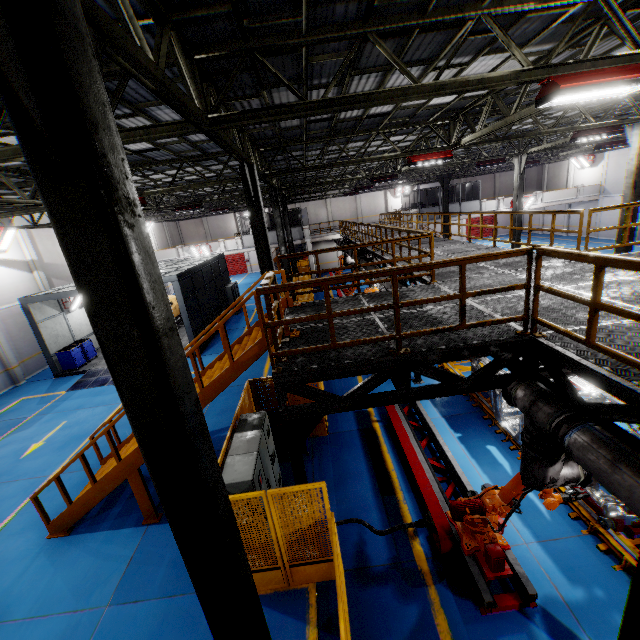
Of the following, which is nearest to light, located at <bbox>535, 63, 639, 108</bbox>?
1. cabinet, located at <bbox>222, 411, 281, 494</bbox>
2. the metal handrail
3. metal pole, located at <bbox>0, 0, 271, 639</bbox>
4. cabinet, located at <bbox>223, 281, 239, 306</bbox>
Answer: the metal handrail

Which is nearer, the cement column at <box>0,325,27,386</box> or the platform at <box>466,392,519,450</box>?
the platform at <box>466,392,519,450</box>

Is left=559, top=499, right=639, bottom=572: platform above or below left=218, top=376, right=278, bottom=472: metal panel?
below

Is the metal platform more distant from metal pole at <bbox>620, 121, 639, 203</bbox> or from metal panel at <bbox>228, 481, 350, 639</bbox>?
metal pole at <bbox>620, 121, 639, 203</bbox>

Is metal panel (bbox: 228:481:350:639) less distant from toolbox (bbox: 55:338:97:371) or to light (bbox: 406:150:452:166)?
light (bbox: 406:150:452:166)

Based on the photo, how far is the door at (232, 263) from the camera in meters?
43.3

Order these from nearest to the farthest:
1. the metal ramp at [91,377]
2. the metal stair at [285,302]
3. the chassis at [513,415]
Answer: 1. the metal stair at [285,302]
2. the chassis at [513,415]
3. the metal ramp at [91,377]

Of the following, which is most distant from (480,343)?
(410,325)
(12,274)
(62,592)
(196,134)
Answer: (12,274)
